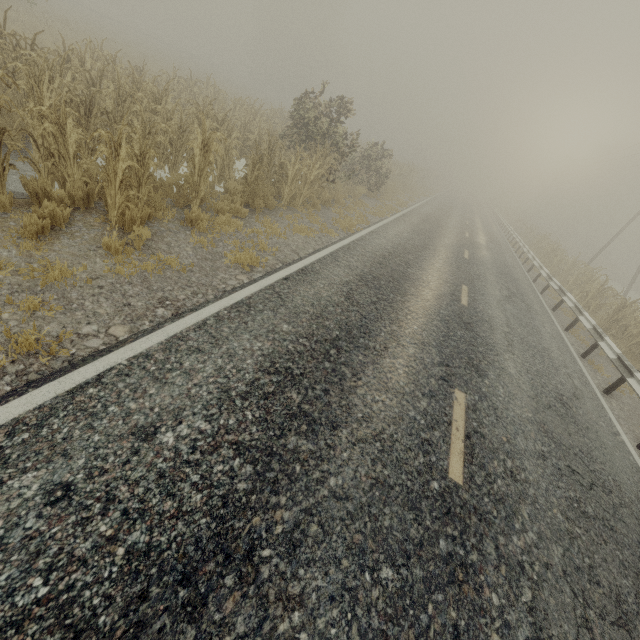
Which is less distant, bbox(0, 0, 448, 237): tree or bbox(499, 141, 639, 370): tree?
bbox(0, 0, 448, 237): tree

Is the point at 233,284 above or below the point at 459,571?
below

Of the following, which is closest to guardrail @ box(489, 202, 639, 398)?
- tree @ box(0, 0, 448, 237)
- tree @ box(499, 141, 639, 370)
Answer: tree @ box(499, 141, 639, 370)

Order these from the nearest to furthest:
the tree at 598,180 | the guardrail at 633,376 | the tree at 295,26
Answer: the tree at 295,26, the guardrail at 633,376, the tree at 598,180

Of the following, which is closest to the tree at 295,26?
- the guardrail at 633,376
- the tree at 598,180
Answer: the tree at 598,180

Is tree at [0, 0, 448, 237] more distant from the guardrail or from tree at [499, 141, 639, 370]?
the guardrail
